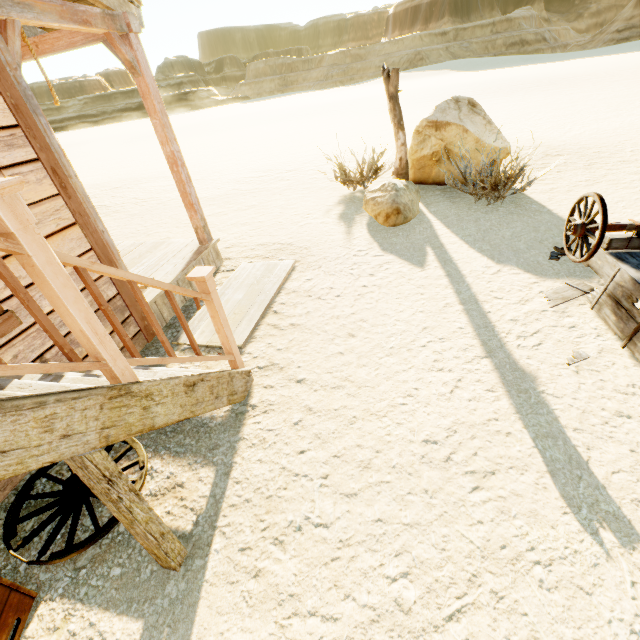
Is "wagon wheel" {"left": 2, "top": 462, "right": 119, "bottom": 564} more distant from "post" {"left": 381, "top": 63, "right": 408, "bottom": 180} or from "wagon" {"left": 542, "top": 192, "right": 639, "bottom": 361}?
"post" {"left": 381, "top": 63, "right": 408, "bottom": 180}

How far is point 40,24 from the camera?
2.9 meters

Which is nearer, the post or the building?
the building

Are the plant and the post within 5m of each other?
yes

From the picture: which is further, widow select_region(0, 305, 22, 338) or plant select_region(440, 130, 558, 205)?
plant select_region(440, 130, 558, 205)

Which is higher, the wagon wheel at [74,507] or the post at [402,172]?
the post at [402,172]

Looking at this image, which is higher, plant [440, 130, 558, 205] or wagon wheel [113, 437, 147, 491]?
plant [440, 130, 558, 205]

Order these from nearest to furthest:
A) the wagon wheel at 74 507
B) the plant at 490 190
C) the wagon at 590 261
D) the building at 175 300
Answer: the building at 175 300
the wagon wheel at 74 507
the wagon at 590 261
the plant at 490 190
